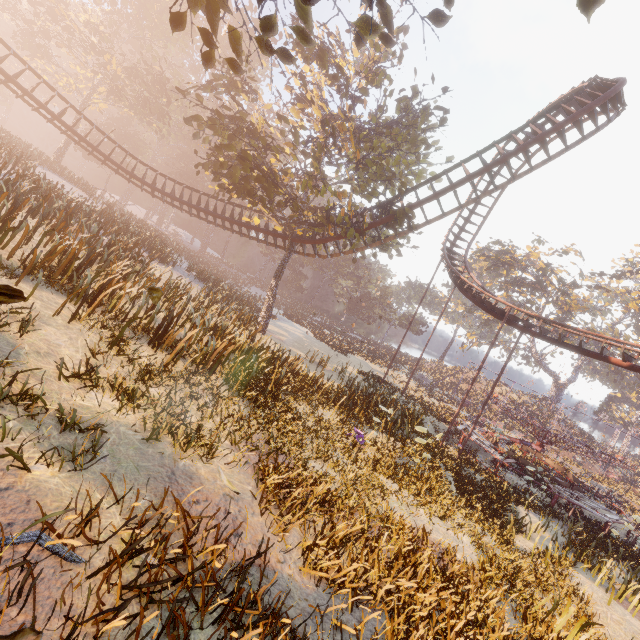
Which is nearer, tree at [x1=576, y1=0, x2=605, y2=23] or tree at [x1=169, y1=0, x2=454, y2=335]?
tree at [x1=576, y1=0, x2=605, y2=23]

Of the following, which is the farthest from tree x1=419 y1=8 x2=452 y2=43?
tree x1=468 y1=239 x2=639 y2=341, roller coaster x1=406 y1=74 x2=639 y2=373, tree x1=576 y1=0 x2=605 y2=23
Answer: tree x1=468 y1=239 x2=639 y2=341

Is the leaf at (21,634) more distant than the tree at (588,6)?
No

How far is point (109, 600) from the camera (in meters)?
2.56

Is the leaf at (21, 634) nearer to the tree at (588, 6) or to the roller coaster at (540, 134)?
the tree at (588, 6)

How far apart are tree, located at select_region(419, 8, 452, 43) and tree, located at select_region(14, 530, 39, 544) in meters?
9.3

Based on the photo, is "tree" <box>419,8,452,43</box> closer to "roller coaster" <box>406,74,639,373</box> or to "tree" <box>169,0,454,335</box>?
"tree" <box>169,0,454,335</box>

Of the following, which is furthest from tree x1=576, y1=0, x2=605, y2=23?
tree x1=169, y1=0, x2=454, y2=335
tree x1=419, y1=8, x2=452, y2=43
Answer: tree x1=169, y1=0, x2=454, y2=335
